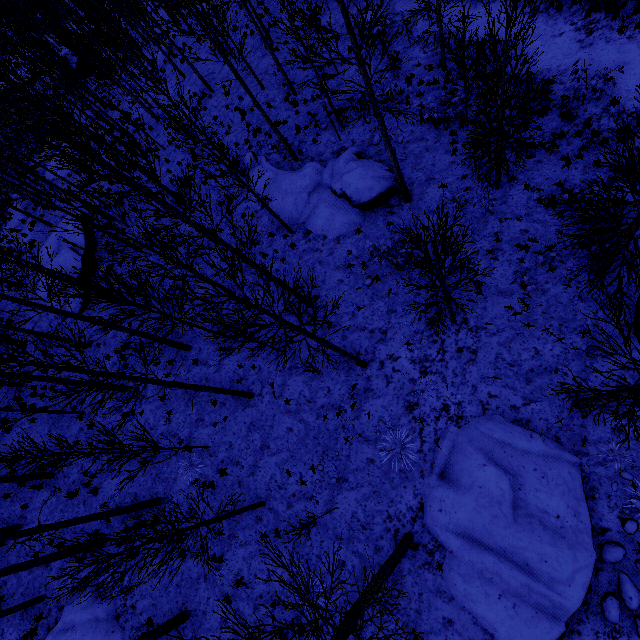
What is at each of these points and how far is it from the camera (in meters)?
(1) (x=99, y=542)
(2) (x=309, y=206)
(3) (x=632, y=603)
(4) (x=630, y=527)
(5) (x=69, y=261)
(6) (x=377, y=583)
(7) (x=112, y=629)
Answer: (1) instancedfoliageactor, 6.38
(2) rock, 14.52
(3) rock, 7.29
(4) rock, 7.76
(5) rock, 16.92
(6) instancedfoliageactor, 6.04
(7) rock, 10.86

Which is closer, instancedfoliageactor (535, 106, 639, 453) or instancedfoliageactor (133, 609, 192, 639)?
instancedfoliageactor (133, 609, 192, 639)

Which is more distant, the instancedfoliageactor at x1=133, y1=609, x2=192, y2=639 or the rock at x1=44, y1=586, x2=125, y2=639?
the rock at x1=44, y1=586, x2=125, y2=639

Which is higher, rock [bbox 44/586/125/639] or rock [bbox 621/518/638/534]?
rock [bbox 44/586/125/639]

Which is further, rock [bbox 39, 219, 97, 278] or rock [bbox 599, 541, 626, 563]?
rock [bbox 39, 219, 97, 278]

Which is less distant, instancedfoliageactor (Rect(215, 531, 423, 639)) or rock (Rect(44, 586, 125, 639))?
instancedfoliageactor (Rect(215, 531, 423, 639))

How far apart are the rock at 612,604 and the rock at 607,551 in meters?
0.1

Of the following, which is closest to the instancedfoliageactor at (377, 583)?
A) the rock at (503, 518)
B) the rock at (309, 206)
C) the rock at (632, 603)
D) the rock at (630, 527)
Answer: the rock at (503, 518)
